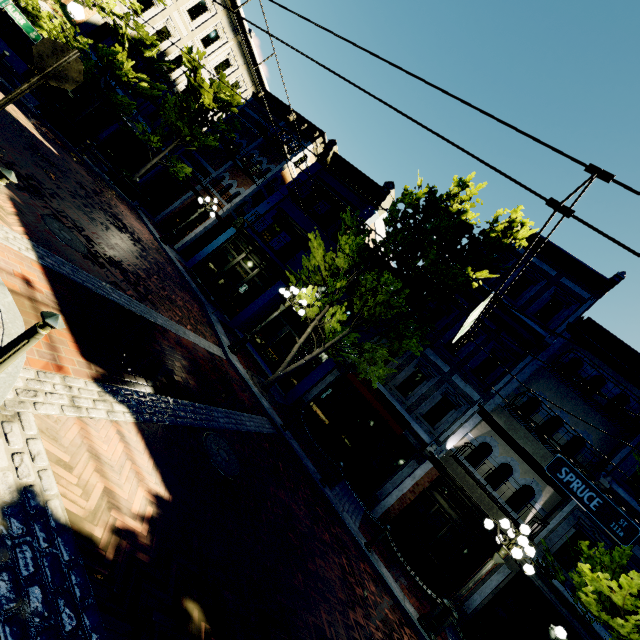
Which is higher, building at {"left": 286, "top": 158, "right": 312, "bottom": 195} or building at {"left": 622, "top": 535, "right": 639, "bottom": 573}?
building at {"left": 286, "top": 158, "right": 312, "bottom": 195}

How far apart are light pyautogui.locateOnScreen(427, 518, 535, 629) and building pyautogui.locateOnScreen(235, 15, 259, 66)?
29.2m

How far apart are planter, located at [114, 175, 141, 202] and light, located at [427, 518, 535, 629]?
20.99m

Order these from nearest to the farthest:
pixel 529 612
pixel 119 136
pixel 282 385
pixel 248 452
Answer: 1. pixel 248 452
2. pixel 529 612
3. pixel 282 385
4. pixel 119 136

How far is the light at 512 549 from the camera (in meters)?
8.12

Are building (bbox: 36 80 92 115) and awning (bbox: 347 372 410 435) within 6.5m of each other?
no

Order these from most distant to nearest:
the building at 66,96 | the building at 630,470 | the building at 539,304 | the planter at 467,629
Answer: the building at 66,96 < the building at 539,304 < the building at 630,470 < the planter at 467,629

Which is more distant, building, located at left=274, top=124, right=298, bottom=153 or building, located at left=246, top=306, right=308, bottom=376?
building, located at left=274, top=124, right=298, bottom=153
